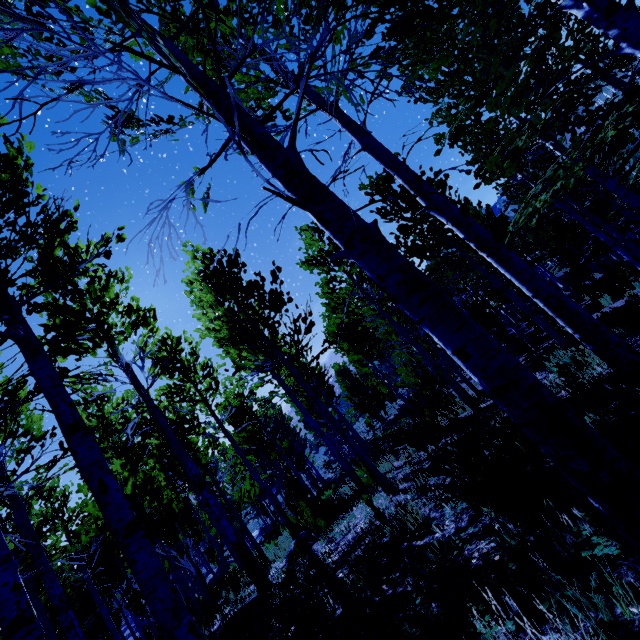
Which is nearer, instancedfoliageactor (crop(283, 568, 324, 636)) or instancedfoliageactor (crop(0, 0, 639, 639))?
instancedfoliageactor (crop(0, 0, 639, 639))

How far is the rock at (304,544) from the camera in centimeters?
732cm

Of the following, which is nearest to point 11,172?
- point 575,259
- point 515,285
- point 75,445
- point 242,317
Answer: point 75,445

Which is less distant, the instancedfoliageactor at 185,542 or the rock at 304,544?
the instancedfoliageactor at 185,542

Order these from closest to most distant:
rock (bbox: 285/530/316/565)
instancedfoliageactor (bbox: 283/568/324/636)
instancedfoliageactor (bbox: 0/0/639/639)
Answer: instancedfoliageactor (bbox: 0/0/639/639), instancedfoliageactor (bbox: 283/568/324/636), rock (bbox: 285/530/316/565)

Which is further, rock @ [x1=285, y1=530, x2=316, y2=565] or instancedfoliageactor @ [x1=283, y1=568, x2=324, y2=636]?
rock @ [x1=285, y1=530, x2=316, y2=565]

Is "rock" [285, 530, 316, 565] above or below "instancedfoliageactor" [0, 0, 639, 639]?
below
